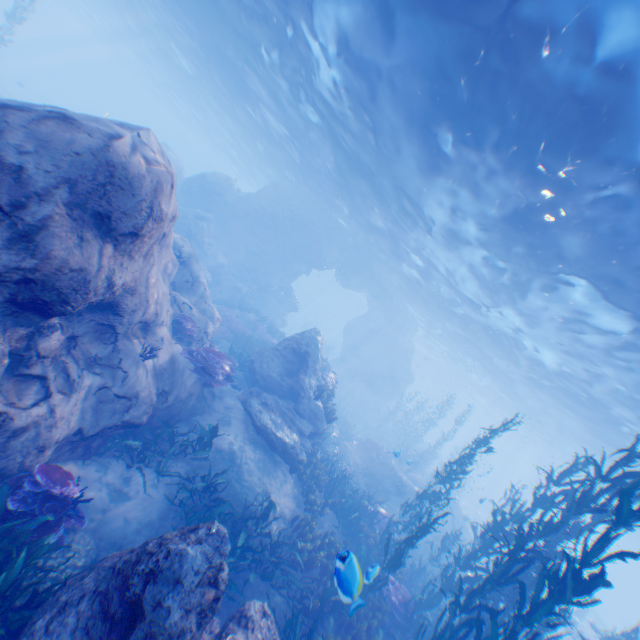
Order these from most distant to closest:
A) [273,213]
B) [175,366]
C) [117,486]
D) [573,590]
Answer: [273,213], [175,366], [117,486], [573,590]

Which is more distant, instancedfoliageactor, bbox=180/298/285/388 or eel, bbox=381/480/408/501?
eel, bbox=381/480/408/501

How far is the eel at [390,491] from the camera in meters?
16.2

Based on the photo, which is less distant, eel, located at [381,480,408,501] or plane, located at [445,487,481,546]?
eel, located at [381,480,408,501]

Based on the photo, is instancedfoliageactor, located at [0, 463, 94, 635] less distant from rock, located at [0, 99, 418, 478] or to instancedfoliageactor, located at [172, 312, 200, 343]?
rock, located at [0, 99, 418, 478]

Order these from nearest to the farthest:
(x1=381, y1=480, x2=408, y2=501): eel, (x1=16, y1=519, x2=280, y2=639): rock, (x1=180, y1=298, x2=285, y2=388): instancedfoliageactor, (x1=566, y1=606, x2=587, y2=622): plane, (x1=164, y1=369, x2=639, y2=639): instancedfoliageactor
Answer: (x1=16, y1=519, x2=280, y2=639): rock < (x1=164, y1=369, x2=639, y2=639): instancedfoliageactor < (x1=180, y1=298, x2=285, y2=388): instancedfoliageactor < (x1=566, y1=606, x2=587, y2=622): plane < (x1=381, y1=480, x2=408, y2=501): eel

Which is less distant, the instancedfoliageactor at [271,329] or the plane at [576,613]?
the instancedfoliageactor at [271,329]

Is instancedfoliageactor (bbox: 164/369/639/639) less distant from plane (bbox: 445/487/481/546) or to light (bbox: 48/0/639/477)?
plane (bbox: 445/487/481/546)
